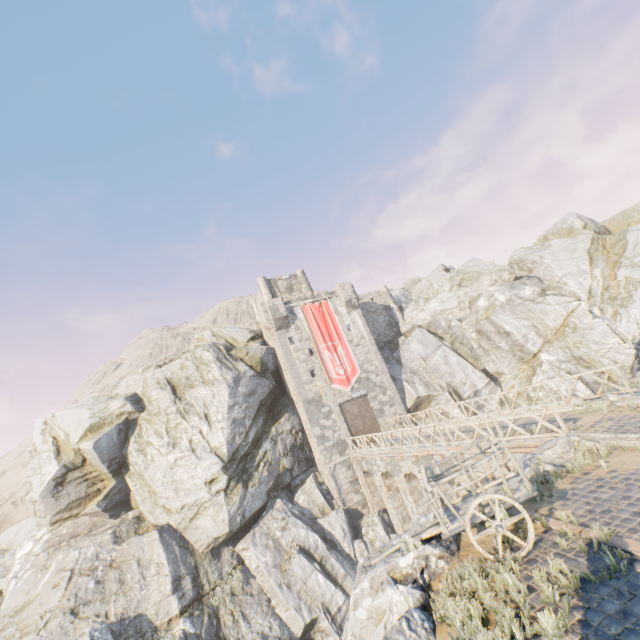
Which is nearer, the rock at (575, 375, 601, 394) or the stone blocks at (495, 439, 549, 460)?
the stone blocks at (495, 439, 549, 460)

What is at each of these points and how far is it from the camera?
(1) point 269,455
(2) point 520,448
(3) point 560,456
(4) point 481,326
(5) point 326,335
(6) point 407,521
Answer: (1) rock, 24.8 meters
(2) stone blocks, 11.9 meters
(3) rock, 9.7 meters
(4) rock, 31.6 meters
(5) flag, 29.6 meters
(6) bridge support, 22.2 meters

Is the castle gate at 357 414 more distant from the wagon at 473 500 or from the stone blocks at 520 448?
the wagon at 473 500

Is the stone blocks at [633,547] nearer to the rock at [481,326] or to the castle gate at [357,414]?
the rock at [481,326]

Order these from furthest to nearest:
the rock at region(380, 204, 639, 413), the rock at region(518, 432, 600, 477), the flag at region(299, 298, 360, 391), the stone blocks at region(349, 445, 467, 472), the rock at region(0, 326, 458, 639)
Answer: the flag at region(299, 298, 360, 391)
the rock at region(380, 204, 639, 413)
the rock at region(0, 326, 458, 639)
the stone blocks at region(349, 445, 467, 472)
the rock at region(518, 432, 600, 477)

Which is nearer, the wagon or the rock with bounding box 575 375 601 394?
the wagon

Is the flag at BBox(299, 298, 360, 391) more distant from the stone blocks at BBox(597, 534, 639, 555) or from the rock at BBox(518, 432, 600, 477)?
the stone blocks at BBox(597, 534, 639, 555)

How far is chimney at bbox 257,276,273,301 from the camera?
34.8 meters
